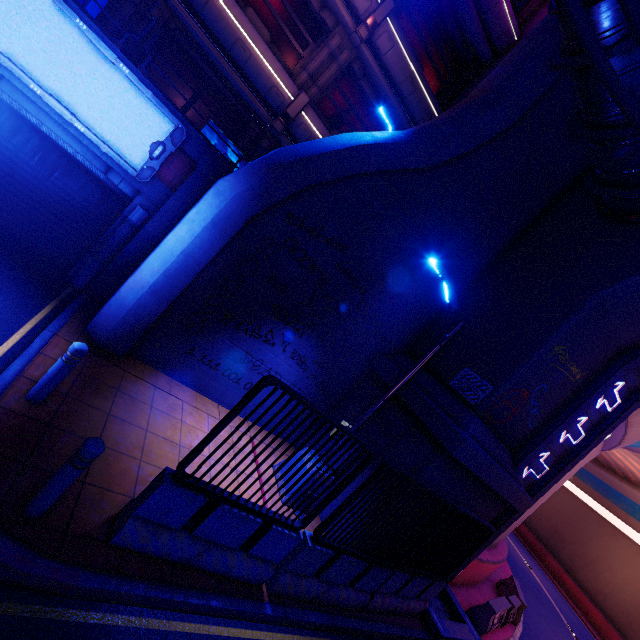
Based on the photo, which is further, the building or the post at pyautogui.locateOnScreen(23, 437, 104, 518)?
the building

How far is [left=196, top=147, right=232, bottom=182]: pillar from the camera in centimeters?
754cm

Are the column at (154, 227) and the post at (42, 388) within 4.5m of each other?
yes

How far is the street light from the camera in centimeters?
671cm

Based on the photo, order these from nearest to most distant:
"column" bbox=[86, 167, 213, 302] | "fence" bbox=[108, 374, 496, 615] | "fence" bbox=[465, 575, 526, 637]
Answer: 1. "fence" bbox=[108, 374, 496, 615]
2. "column" bbox=[86, 167, 213, 302]
3. "fence" bbox=[465, 575, 526, 637]

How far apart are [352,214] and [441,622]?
10.19m

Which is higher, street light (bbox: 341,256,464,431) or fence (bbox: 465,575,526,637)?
street light (bbox: 341,256,464,431)

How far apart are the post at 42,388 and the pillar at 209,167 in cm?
491
